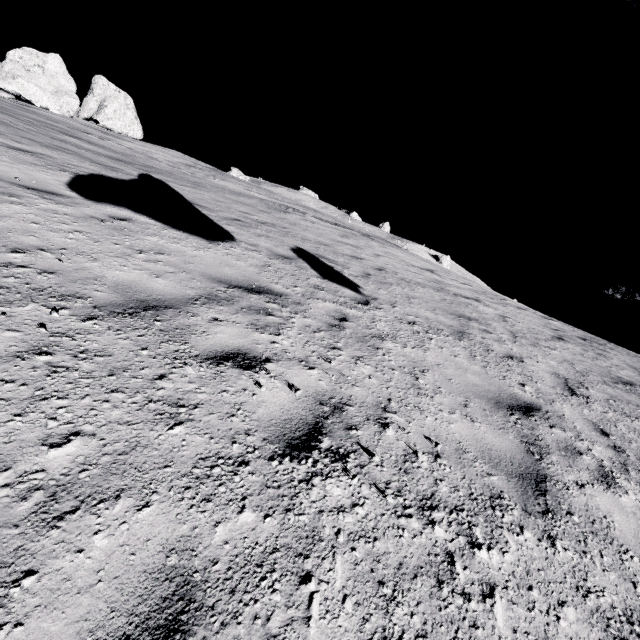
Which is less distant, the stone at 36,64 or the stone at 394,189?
the stone at 394,189

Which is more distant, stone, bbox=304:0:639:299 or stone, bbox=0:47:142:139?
stone, bbox=0:47:142:139

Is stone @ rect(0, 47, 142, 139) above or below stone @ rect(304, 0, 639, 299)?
above

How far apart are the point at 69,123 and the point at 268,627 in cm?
2209

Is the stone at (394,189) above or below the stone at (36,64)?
below
